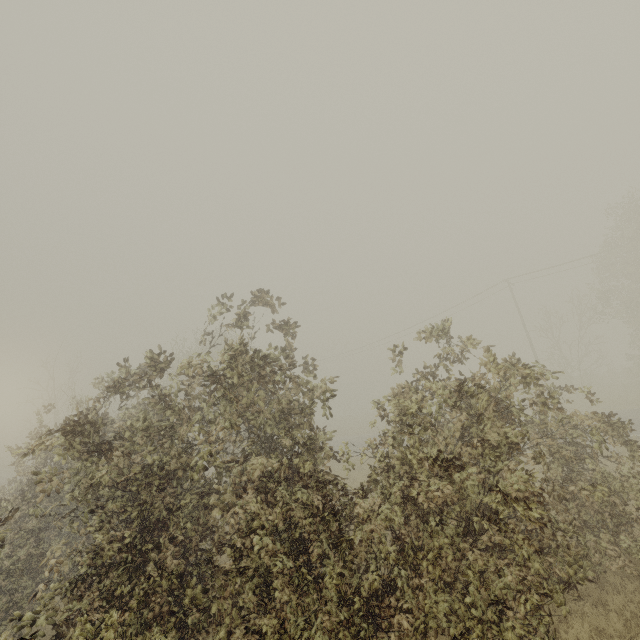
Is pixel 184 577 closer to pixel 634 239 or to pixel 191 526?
pixel 191 526
